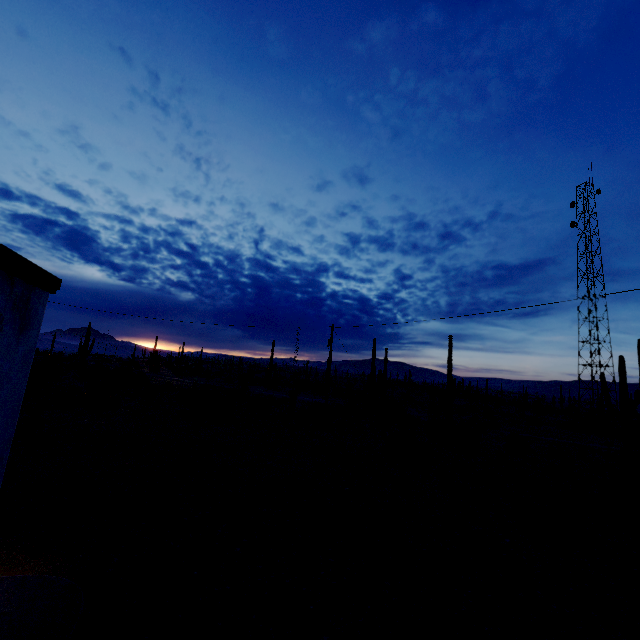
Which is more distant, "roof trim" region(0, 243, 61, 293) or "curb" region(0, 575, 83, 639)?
"curb" region(0, 575, 83, 639)

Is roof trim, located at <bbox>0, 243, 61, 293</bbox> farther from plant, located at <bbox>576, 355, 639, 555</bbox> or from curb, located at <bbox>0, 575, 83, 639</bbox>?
plant, located at <bbox>576, 355, 639, 555</bbox>

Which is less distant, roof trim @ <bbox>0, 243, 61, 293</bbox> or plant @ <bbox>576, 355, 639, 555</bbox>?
roof trim @ <bbox>0, 243, 61, 293</bbox>

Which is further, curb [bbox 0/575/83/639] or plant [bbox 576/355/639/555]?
plant [bbox 576/355/639/555]

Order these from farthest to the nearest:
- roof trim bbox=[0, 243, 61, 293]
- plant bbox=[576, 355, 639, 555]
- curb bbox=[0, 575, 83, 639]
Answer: plant bbox=[576, 355, 639, 555]
curb bbox=[0, 575, 83, 639]
roof trim bbox=[0, 243, 61, 293]

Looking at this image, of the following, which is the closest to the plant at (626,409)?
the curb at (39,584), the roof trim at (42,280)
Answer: the curb at (39,584)

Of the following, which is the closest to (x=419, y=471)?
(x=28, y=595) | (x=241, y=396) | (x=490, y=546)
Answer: (x=490, y=546)

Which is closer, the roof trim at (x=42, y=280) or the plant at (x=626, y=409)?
the roof trim at (x=42, y=280)
